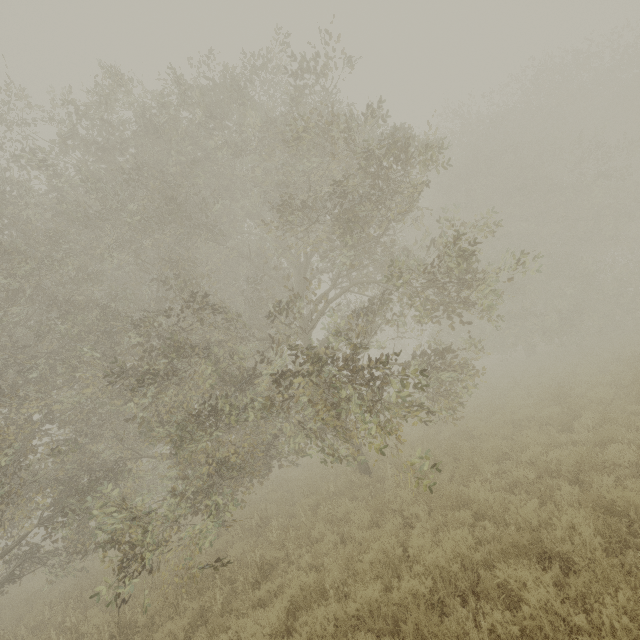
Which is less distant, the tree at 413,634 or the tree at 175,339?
the tree at 413,634

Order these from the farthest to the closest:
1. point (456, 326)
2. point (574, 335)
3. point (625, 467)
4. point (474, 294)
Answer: point (456, 326) → point (474, 294) → point (574, 335) → point (625, 467)

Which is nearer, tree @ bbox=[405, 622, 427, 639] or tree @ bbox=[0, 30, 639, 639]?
tree @ bbox=[405, 622, 427, 639]
